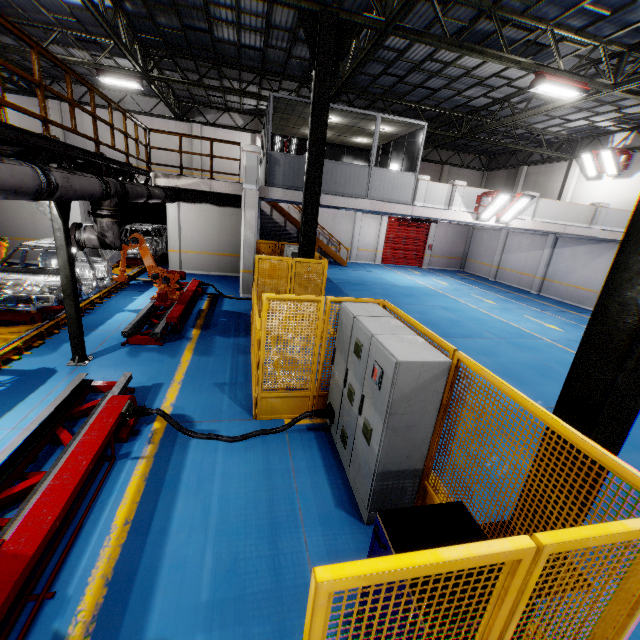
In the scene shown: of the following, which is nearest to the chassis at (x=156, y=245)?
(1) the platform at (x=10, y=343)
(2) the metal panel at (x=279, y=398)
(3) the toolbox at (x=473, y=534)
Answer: (1) the platform at (x=10, y=343)

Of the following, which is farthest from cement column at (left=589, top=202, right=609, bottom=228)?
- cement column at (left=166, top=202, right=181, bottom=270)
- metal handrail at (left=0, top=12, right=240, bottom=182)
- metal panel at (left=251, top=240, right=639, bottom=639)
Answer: cement column at (left=166, top=202, right=181, bottom=270)

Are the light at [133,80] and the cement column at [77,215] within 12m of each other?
yes

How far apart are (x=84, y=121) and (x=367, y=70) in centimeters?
1748cm

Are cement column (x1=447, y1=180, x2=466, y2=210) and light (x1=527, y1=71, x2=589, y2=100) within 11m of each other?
yes

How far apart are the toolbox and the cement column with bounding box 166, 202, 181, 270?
15.21m

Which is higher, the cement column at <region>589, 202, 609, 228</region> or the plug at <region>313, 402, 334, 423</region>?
the cement column at <region>589, 202, 609, 228</region>

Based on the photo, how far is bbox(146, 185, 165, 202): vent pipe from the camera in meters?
9.3 m
